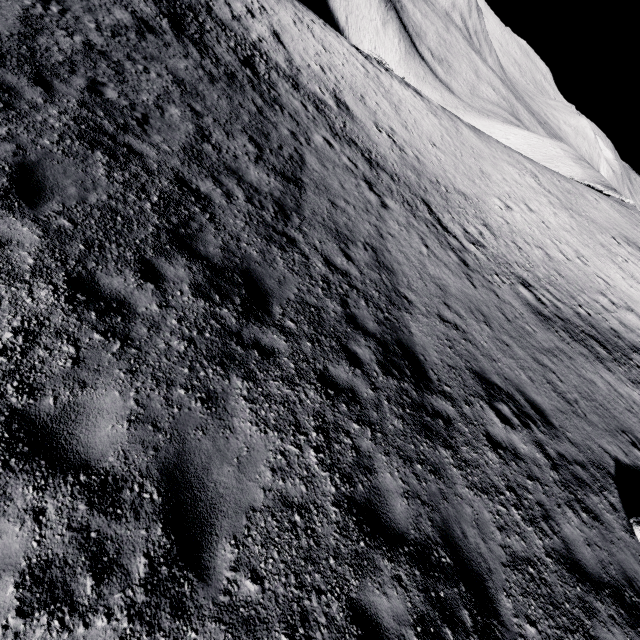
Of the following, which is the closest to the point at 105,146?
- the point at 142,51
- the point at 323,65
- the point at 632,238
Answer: the point at 142,51
